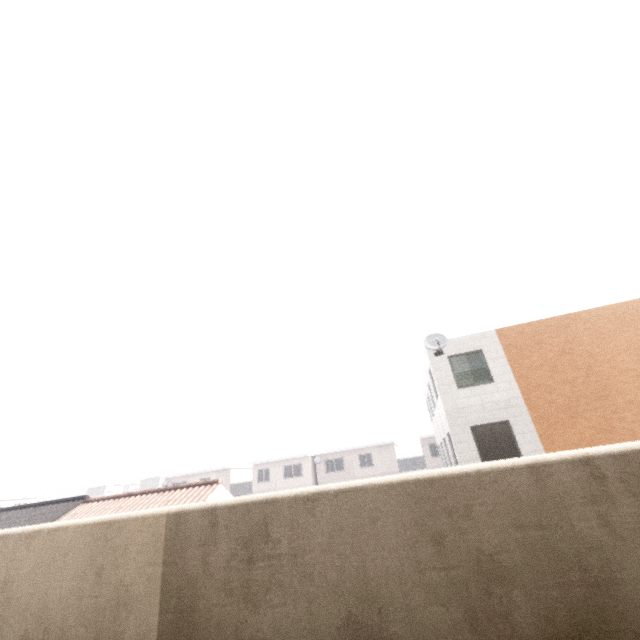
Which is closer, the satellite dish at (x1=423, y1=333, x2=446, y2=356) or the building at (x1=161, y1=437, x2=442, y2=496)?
the satellite dish at (x1=423, y1=333, x2=446, y2=356)

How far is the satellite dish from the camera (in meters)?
13.70

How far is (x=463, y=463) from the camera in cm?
1237

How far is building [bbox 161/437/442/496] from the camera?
35.6m

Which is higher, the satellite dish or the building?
the satellite dish

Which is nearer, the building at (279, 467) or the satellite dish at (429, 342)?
the satellite dish at (429, 342)

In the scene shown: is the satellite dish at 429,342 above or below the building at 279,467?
above
